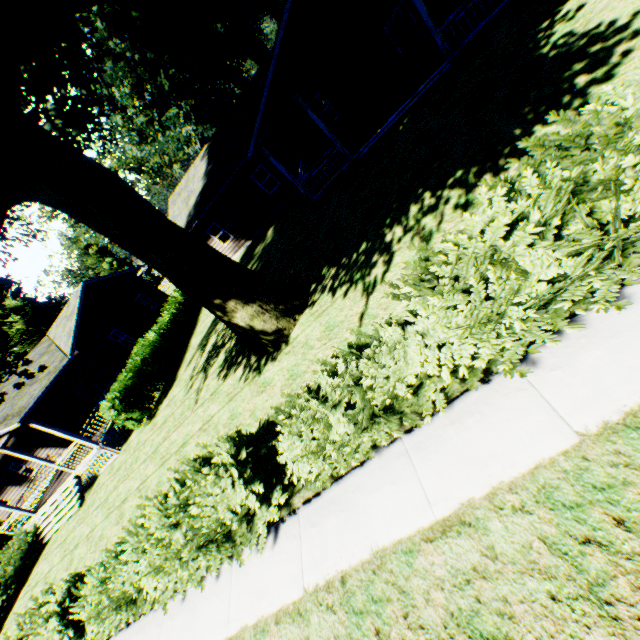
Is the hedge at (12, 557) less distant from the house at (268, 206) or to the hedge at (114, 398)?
the hedge at (114, 398)

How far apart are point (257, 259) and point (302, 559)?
15.3m

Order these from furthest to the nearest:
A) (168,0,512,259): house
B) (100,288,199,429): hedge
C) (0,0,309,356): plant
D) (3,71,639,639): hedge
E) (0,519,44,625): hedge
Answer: (0,519,44,625): hedge
(100,288,199,429): hedge
(168,0,512,259): house
(0,0,309,356): plant
(3,71,639,639): hedge

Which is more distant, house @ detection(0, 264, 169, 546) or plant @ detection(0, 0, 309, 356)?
house @ detection(0, 264, 169, 546)

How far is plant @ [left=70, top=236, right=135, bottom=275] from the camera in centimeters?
5462cm

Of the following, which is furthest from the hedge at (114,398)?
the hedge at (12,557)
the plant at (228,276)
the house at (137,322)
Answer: the house at (137,322)

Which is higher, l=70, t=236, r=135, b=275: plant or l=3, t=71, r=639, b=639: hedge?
l=70, t=236, r=135, b=275: plant

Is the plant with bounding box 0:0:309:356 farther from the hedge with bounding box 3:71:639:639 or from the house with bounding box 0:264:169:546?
the hedge with bounding box 3:71:639:639
